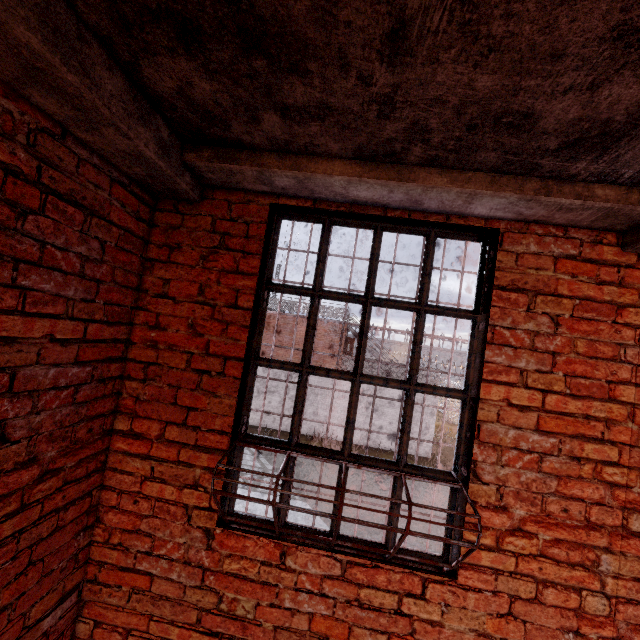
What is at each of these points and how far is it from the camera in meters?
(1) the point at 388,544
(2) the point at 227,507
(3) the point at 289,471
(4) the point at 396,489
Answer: (1) metal bar, 1.8 m
(2) metal bar, 1.9 m
(3) metal bar, 1.9 m
(4) metal bar, 1.9 m

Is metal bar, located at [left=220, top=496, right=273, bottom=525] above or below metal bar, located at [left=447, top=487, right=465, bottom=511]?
below

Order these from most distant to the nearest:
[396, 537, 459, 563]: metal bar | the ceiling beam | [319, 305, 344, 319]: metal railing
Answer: [319, 305, 344, 319]: metal railing, [396, 537, 459, 563]: metal bar, the ceiling beam

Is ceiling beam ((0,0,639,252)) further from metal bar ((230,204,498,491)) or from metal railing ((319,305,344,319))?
metal railing ((319,305,344,319))

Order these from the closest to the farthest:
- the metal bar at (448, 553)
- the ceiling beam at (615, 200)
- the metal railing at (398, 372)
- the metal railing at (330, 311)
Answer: the ceiling beam at (615, 200)
the metal bar at (448, 553)
the metal railing at (398, 372)
the metal railing at (330, 311)

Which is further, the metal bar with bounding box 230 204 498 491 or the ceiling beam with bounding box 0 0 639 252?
the metal bar with bounding box 230 204 498 491

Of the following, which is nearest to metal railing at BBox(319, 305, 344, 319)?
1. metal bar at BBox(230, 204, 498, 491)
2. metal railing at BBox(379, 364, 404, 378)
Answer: metal railing at BBox(379, 364, 404, 378)

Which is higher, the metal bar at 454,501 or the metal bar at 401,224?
the metal bar at 401,224
